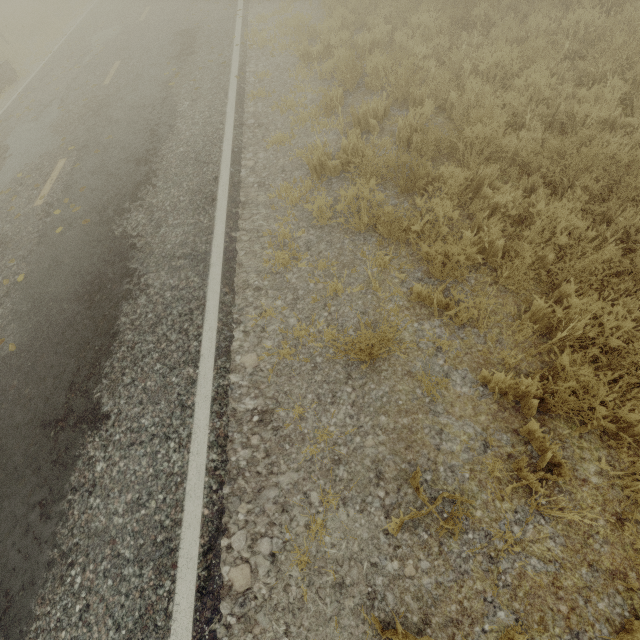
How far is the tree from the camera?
11.8 meters

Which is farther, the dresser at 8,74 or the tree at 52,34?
the tree at 52,34

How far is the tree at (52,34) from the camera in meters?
11.8

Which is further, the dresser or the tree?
the tree

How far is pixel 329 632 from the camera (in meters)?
2.44

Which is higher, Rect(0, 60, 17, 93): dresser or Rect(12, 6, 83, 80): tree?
Rect(0, 60, 17, 93): dresser
